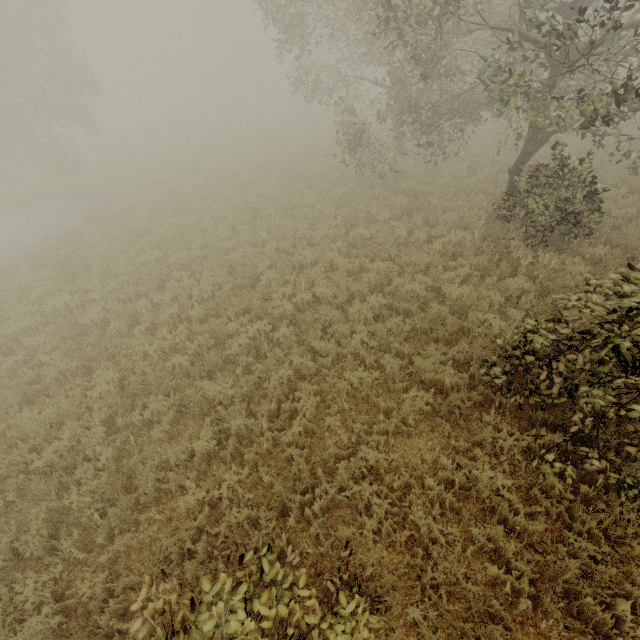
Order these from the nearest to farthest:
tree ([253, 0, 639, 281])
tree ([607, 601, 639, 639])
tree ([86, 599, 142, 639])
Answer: tree ([86, 599, 142, 639])
tree ([607, 601, 639, 639])
tree ([253, 0, 639, 281])

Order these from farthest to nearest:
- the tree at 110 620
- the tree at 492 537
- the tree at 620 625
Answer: the tree at 492 537
the tree at 620 625
the tree at 110 620

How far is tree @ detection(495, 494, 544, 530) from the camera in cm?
412

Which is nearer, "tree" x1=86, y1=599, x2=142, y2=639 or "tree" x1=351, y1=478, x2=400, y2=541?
"tree" x1=86, y1=599, x2=142, y2=639

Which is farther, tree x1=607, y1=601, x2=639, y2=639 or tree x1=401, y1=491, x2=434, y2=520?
tree x1=401, y1=491, x2=434, y2=520

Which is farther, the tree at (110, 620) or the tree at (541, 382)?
the tree at (541, 382)

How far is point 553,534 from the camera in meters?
4.2

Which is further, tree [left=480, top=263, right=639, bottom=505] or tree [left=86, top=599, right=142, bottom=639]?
tree [left=480, top=263, right=639, bottom=505]
